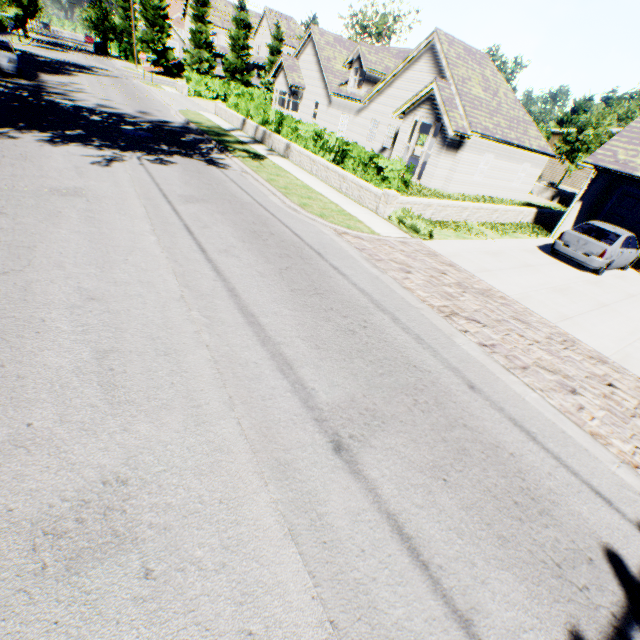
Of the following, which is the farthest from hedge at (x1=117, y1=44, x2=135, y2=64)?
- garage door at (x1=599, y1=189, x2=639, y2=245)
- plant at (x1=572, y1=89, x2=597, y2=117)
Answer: garage door at (x1=599, y1=189, x2=639, y2=245)

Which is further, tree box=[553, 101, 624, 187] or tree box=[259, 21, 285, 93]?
tree box=[259, 21, 285, 93]

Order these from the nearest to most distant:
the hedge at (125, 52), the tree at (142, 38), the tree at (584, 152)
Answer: the tree at (584, 152) < the tree at (142, 38) < the hedge at (125, 52)

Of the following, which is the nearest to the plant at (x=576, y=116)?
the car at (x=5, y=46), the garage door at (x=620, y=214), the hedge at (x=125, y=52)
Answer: the garage door at (x=620, y=214)

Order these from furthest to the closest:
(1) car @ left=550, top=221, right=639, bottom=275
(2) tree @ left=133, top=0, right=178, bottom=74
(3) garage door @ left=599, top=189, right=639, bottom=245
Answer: (2) tree @ left=133, top=0, right=178, bottom=74 < (3) garage door @ left=599, top=189, right=639, bottom=245 < (1) car @ left=550, top=221, right=639, bottom=275

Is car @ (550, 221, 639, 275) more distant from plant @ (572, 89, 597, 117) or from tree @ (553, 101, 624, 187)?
plant @ (572, 89, 597, 117)

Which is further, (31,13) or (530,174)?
(31,13)
